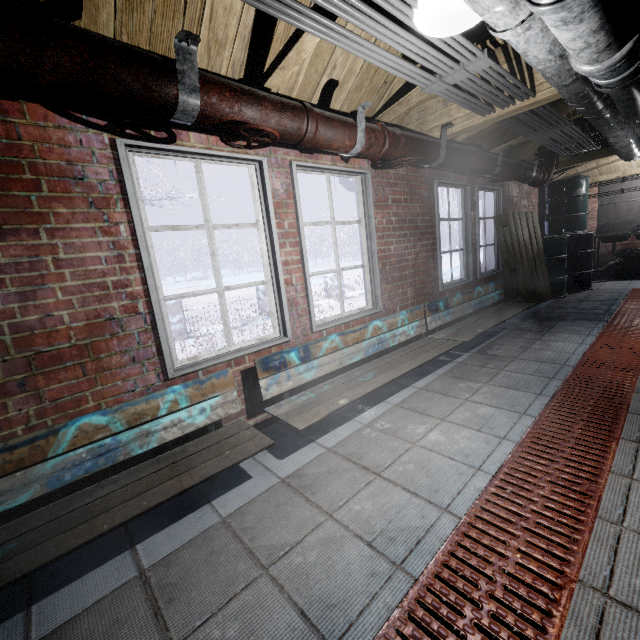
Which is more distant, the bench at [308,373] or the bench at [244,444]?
the bench at [308,373]

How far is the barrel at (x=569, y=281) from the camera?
5.34m

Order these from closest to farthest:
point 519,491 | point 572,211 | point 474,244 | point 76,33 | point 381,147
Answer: point 76,33, point 519,491, point 381,147, point 474,244, point 572,211

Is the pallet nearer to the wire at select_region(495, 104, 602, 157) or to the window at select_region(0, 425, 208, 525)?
the window at select_region(0, 425, 208, 525)

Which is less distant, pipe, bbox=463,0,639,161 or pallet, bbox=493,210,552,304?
pipe, bbox=463,0,639,161

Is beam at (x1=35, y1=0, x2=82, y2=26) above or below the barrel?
above

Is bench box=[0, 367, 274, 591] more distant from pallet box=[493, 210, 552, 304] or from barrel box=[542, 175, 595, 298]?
barrel box=[542, 175, 595, 298]

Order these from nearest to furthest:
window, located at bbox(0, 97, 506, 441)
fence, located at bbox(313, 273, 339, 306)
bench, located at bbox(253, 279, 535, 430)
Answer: window, located at bbox(0, 97, 506, 441), bench, located at bbox(253, 279, 535, 430), fence, located at bbox(313, 273, 339, 306)
